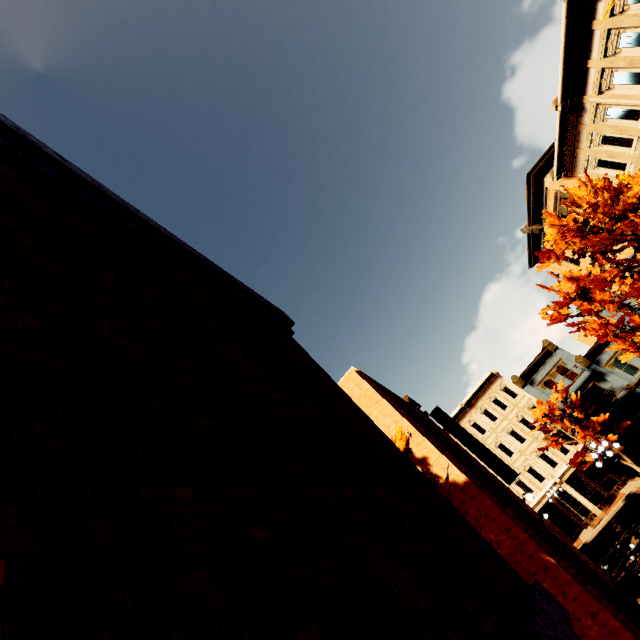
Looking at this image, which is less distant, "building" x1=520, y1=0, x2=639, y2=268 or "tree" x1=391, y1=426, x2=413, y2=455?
"tree" x1=391, y1=426, x2=413, y2=455

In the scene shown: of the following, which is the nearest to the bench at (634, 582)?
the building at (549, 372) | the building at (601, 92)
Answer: the building at (601, 92)

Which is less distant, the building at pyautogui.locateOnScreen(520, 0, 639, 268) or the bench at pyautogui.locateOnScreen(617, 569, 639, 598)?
the bench at pyautogui.locateOnScreen(617, 569, 639, 598)

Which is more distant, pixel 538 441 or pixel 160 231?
pixel 538 441

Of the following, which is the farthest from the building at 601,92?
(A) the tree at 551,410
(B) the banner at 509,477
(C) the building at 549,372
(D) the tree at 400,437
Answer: (D) the tree at 400,437

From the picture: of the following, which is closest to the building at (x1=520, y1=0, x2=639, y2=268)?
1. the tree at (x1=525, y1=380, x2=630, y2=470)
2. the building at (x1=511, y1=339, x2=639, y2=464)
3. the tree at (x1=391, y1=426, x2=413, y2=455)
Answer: the building at (x1=511, y1=339, x2=639, y2=464)

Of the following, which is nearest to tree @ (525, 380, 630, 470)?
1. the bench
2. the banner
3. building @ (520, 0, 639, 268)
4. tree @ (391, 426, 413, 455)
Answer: building @ (520, 0, 639, 268)

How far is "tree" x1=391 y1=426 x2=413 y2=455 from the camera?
8.5m
